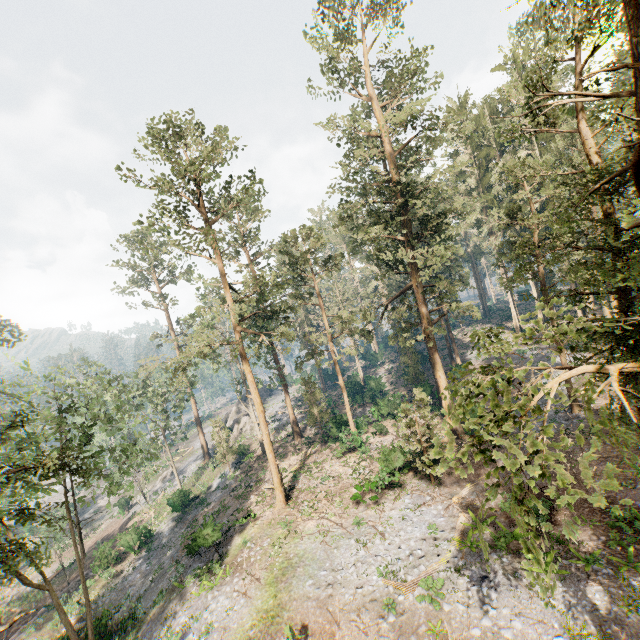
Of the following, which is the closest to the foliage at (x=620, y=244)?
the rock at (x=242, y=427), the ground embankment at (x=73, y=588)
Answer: the rock at (x=242, y=427)

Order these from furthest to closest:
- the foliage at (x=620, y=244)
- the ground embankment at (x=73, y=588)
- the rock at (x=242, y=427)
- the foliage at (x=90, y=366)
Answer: the rock at (x=242, y=427) < the foliage at (x=90, y=366) < the ground embankment at (x=73, y=588) < the foliage at (x=620, y=244)

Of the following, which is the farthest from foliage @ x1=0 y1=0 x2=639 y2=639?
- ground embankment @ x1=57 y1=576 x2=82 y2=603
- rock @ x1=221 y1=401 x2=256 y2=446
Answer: ground embankment @ x1=57 y1=576 x2=82 y2=603

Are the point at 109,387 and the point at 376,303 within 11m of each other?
no

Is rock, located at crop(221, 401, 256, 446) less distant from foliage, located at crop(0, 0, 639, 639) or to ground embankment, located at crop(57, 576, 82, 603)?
foliage, located at crop(0, 0, 639, 639)
